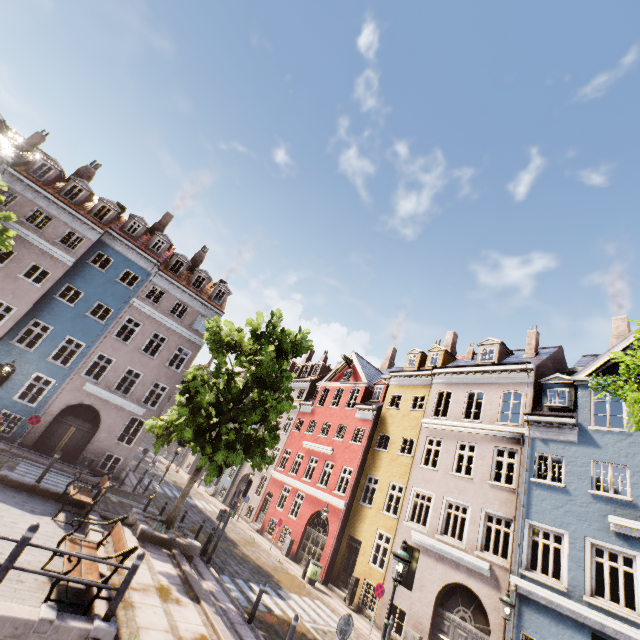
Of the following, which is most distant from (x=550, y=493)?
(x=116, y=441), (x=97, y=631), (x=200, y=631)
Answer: (x=116, y=441)

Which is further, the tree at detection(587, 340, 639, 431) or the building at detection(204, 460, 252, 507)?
the building at detection(204, 460, 252, 507)

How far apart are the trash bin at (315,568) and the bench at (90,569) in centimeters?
1336cm

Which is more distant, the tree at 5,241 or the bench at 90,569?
the tree at 5,241

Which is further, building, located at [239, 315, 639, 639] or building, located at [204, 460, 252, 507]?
building, located at [204, 460, 252, 507]

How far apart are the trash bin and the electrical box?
14.3m

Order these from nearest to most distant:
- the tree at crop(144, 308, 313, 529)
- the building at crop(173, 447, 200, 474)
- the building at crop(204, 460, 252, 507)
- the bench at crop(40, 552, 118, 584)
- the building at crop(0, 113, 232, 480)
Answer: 1. the bench at crop(40, 552, 118, 584)
2. the tree at crop(144, 308, 313, 529)
3. the building at crop(0, 113, 232, 480)
4. the building at crop(204, 460, 252, 507)
5. the building at crop(173, 447, 200, 474)

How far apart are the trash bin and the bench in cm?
1336
